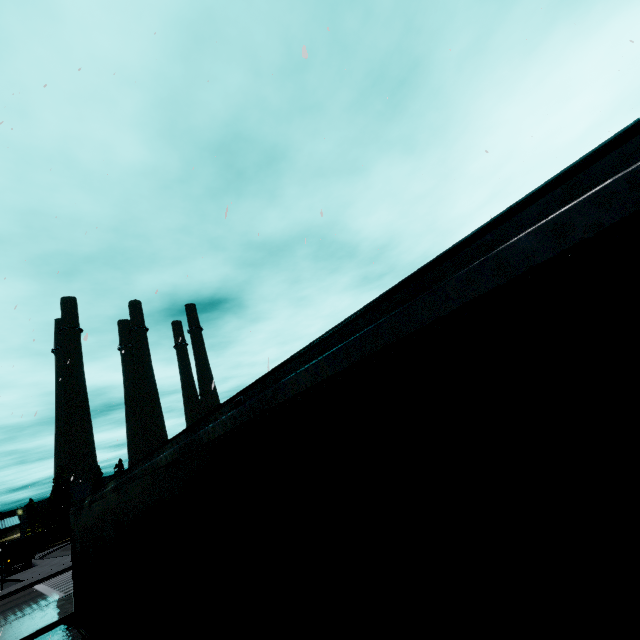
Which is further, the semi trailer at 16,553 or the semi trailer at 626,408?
the semi trailer at 16,553

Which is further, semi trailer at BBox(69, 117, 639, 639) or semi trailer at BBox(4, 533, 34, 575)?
semi trailer at BBox(4, 533, 34, 575)

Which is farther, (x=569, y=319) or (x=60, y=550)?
(x=60, y=550)
